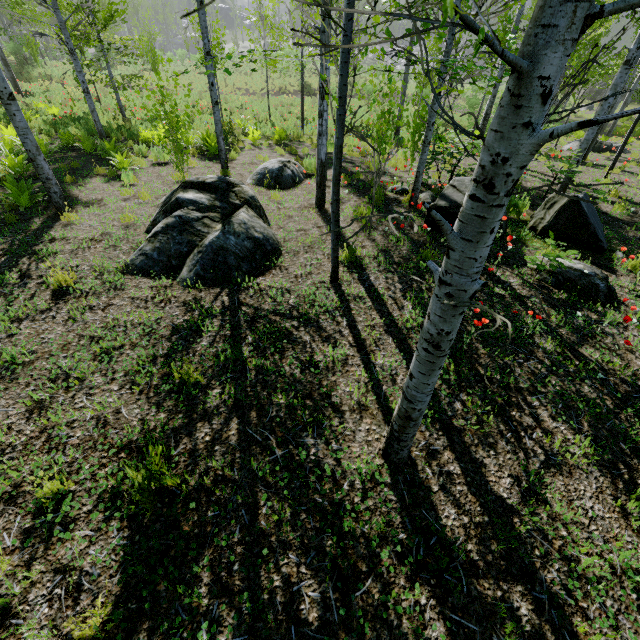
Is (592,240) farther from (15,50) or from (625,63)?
(15,50)

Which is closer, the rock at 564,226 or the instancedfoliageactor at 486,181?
the instancedfoliageactor at 486,181

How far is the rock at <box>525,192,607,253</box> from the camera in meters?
6.0

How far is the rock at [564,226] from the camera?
5.96m

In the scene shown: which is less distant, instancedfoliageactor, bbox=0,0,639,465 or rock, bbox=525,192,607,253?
instancedfoliageactor, bbox=0,0,639,465
